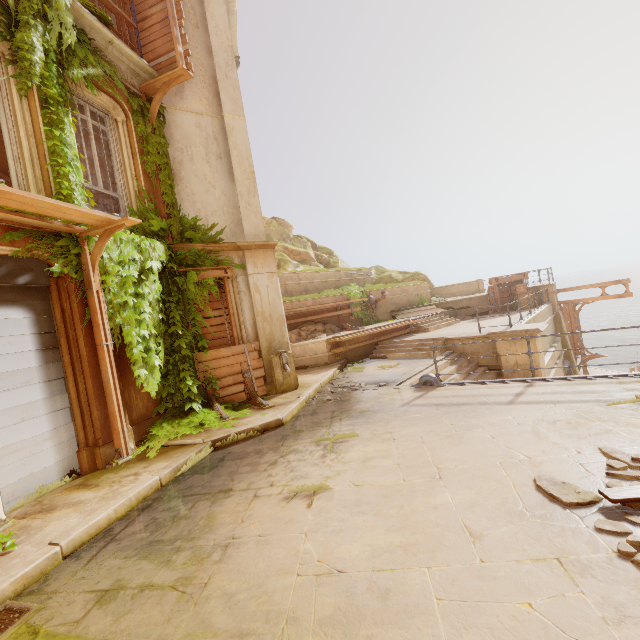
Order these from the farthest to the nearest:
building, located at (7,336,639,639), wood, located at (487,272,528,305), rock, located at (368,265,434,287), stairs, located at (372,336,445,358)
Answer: rock, located at (368,265,434,287) < wood, located at (487,272,528,305) < stairs, located at (372,336,445,358) < building, located at (7,336,639,639)

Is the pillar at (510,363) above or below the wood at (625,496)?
below

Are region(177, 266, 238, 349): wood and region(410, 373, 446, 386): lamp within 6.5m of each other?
yes

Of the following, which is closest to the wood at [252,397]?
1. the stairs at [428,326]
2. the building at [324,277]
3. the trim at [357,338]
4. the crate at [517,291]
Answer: the building at [324,277]

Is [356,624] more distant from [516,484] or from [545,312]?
[545,312]

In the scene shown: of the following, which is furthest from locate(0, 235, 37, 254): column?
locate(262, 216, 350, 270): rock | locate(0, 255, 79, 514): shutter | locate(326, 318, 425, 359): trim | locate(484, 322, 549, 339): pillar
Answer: locate(262, 216, 350, 270): rock

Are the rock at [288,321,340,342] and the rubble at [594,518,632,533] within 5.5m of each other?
no

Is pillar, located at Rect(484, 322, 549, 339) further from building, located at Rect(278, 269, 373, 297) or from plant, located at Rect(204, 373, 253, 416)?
plant, located at Rect(204, 373, 253, 416)
